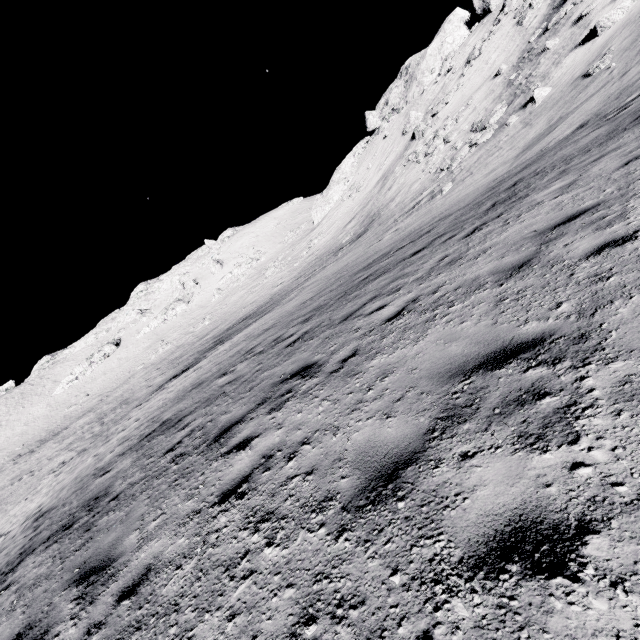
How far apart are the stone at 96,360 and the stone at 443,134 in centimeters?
6032cm

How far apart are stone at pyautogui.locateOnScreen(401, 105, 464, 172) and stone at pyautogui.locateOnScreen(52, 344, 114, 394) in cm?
6032

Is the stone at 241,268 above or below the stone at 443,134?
above

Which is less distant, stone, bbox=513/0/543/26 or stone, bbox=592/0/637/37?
stone, bbox=592/0/637/37

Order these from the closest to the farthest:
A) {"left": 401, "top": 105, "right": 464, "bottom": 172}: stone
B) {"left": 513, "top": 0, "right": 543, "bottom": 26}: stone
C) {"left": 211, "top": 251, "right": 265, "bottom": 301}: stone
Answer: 1. {"left": 513, "top": 0, "right": 543, "bottom": 26}: stone
2. {"left": 401, "top": 105, "right": 464, "bottom": 172}: stone
3. {"left": 211, "top": 251, "right": 265, "bottom": 301}: stone

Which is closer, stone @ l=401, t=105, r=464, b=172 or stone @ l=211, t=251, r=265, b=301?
stone @ l=401, t=105, r=464, b=172

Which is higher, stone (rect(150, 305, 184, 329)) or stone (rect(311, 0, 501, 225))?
stone (rect(311, 0, 501, 225))

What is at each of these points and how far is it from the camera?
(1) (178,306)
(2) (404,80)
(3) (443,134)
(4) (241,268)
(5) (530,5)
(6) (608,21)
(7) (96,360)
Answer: (1) stone, 59.8m
(2) stone, 48.2m
(3) stone, 29.1m
(4) stone, 57.9m
(5) stone, 26.2m
(6) stone, 17.1m
(7) stone, 58.0m
